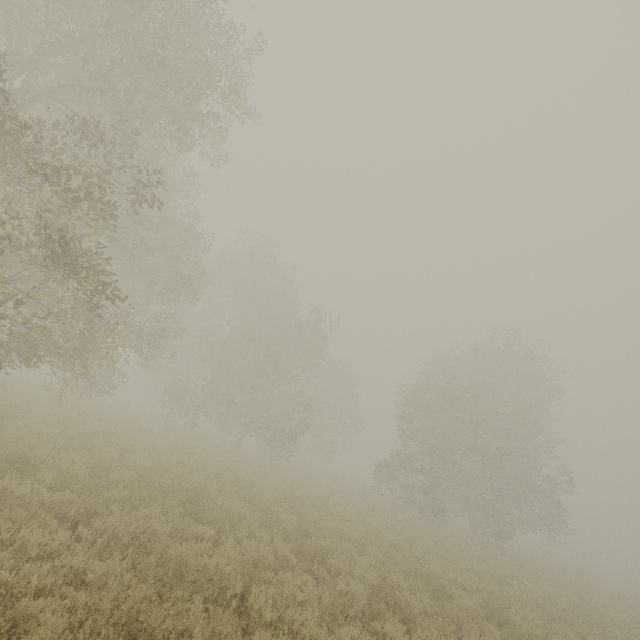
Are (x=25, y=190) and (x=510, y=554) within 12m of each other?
no
